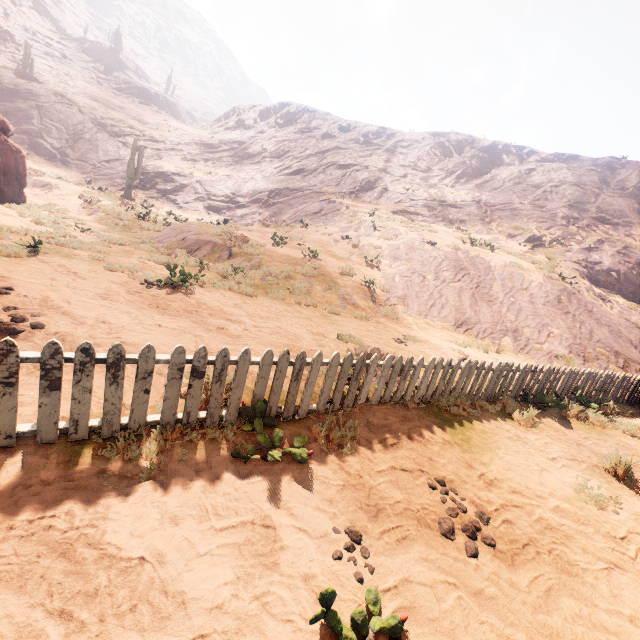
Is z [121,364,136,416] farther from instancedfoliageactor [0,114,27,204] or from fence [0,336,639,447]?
instancedfoliageactor [0,114,27,204]

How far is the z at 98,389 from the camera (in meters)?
3.52

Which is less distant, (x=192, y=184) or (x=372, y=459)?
(x=372, y=459)

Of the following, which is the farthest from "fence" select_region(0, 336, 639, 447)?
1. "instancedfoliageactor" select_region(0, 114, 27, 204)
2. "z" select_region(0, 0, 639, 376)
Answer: "instancedfoliageactor" select_region(0, 114, 27, 204)

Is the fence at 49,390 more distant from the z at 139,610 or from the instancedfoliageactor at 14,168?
the instancedfoliageactor at 14,168

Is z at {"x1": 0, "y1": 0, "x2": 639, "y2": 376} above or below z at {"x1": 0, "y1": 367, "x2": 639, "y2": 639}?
above
